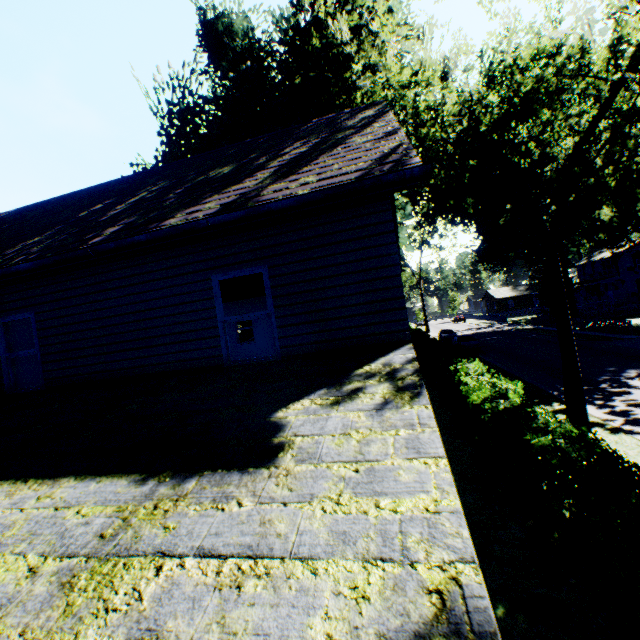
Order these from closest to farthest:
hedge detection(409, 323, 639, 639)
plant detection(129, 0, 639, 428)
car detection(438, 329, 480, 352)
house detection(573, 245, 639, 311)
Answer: hedge detection(409, 323, 639, 639)
plant detection(129, 0, 639, 428)
car detection(438, 329, 480, 352)
house detection(573, 245, 639, 311)

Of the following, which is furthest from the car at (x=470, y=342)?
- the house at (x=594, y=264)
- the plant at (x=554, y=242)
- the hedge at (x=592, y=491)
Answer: the house at (x=594, y=264)

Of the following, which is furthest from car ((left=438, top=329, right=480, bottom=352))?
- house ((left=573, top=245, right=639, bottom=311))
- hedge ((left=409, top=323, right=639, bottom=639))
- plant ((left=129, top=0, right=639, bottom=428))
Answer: house ((left=573, top=245, right=639, bottom=311))

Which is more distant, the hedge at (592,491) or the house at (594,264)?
Result: the house at (594,264)

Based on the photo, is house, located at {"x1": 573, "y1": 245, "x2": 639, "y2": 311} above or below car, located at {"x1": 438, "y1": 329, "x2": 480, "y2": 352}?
above

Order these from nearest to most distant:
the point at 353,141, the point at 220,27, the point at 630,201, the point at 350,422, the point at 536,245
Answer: the point at 350,422
the point at 353,141
the point at 630,201
the point at 220,27
the point at 536,245

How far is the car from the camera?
29.5 meters

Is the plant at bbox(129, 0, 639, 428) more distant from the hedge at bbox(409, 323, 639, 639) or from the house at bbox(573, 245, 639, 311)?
the hedge at bbox(409, 323, 639, 639)
